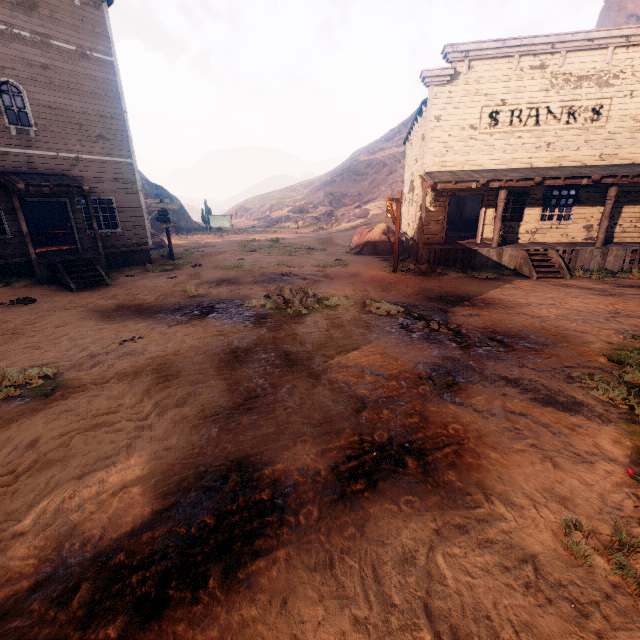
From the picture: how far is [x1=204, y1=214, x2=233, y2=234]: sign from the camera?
36.2 meters

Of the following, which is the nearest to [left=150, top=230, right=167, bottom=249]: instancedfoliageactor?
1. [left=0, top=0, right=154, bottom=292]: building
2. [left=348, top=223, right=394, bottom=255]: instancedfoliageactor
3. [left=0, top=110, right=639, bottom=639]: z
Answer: [left=0, top=110, right=639, bottom=639]: z

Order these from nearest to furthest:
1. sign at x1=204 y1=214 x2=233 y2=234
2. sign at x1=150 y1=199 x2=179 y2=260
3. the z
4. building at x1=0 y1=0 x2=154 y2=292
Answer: the z, building at x1=0 y1=0 x2=154 y2=292, sign at x1=150 y1=199 x2=179 y2=260, sign at x1=204 y1=214 x2=233 y2=234

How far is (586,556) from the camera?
2.6m

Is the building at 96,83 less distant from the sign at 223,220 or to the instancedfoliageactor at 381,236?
the instancedfoliageactor at 381,236

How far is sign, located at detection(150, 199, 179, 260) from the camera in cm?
1659

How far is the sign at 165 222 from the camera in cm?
1659

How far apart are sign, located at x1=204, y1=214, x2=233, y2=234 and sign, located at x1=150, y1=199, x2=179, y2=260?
19.2m
